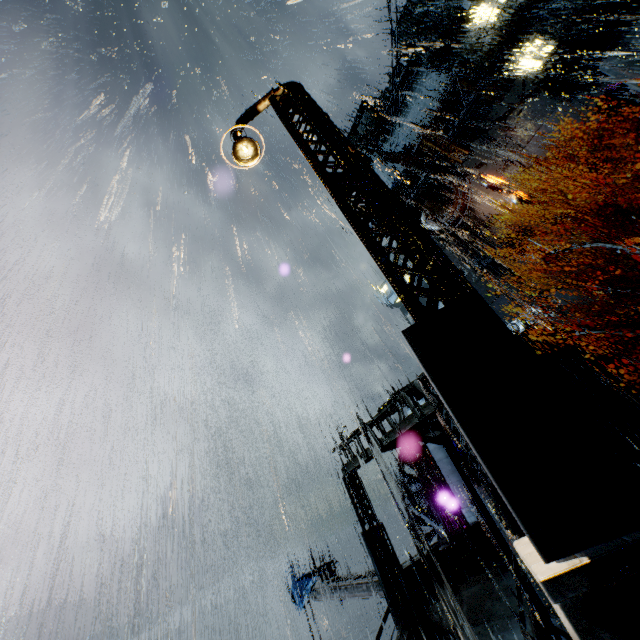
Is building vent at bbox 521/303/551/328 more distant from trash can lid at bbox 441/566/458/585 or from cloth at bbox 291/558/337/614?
cloth at bbox 291/558/337/614

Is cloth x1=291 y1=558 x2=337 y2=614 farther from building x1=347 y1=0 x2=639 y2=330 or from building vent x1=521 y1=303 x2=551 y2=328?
building vent x1=521 y1=303 x2=551 y2=328

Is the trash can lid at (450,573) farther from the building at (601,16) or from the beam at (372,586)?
the beam at (372,586)

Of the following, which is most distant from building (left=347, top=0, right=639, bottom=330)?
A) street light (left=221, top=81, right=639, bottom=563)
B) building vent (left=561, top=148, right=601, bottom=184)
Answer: street light (left=221, top=81, right=639, bottom=563)

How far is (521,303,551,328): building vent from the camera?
32.31m

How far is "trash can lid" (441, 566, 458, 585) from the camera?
13.7m

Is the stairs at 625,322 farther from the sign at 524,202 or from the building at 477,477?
the sign at 524,202

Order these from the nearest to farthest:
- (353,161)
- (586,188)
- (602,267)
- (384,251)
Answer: (384,251)
(353,161)
(602,267)
(586,188)
